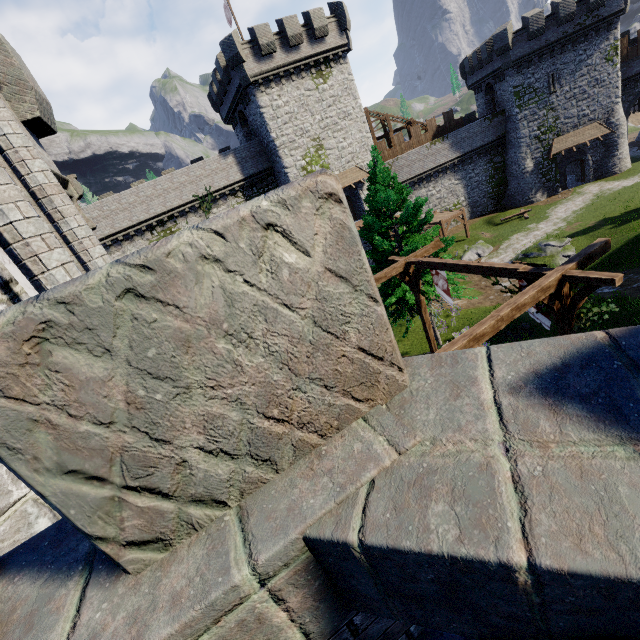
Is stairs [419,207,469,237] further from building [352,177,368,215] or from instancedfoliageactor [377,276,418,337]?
instancedfoliageactor [377,276,418,337]

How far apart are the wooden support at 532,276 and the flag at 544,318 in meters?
0.1 m

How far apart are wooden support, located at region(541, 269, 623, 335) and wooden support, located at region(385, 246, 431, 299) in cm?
337

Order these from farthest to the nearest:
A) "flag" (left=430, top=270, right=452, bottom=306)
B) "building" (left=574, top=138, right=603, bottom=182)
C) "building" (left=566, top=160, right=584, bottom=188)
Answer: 1. "building" (left=566, top=160, right=584, bottom=188)
2. "building" (left=574, top=138, right=603, bottom=182)
3. "flag" (left=430, top=270, right=452, bottom=306)

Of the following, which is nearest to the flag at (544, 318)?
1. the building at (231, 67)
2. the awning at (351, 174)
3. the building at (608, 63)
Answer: the awning at (351, 174)

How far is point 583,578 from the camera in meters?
0.7 m

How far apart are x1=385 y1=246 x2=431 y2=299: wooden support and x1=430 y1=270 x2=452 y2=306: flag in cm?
8

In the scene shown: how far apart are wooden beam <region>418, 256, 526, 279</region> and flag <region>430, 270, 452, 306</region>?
0.1m
